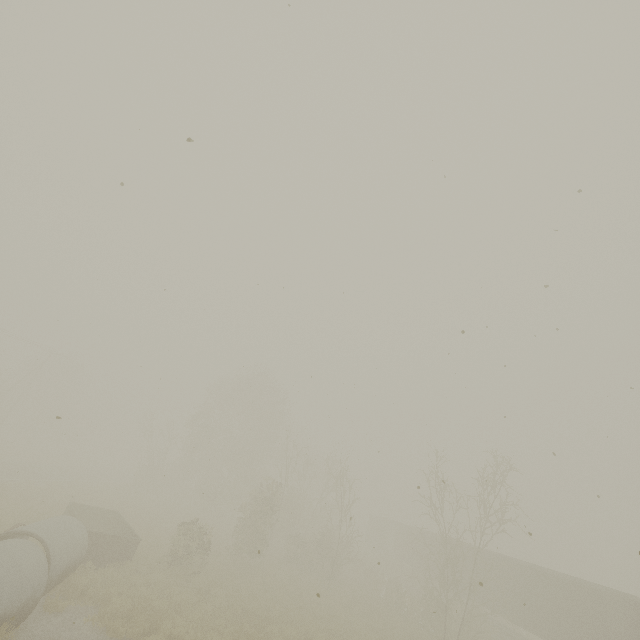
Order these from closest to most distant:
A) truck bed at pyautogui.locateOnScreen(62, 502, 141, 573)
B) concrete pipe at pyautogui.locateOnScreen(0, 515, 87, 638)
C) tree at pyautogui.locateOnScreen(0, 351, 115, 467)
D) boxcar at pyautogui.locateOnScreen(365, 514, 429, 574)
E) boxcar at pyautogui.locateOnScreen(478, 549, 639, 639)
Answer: concrete pipe at pyautogui.locateOnScreen(0, 515, 87, 638)
truck bed at pyautogui.locateOnScreen(62, 502, 141, 573)
boxcar at pyautogui.locateOnScreen(478, 549, 639, 639)
boxcar at pyautogui.locateOnScreen(365, 514, 429, 574)
tree at pyautogui.locateOnScreen(0, 351, 115, 467)

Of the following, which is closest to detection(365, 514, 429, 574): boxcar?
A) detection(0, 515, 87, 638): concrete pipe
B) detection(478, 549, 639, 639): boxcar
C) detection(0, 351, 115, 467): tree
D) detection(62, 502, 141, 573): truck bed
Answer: detection(478, 549, 639, 639): boxcar

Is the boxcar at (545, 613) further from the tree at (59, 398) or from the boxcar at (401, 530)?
the tree at (59, 398)

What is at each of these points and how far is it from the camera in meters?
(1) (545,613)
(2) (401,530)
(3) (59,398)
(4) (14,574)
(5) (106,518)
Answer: (1) boxcar, 20.8 m
(2) boxcar, 40.8 m
(3) tree, 51.4 m
(4) concrete pipe, 8.6 m
(5) truck bed, 19.8 m

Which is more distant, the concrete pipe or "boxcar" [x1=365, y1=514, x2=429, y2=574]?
"boxcar" [x1=365, y1=514, x2=429, y2=574]

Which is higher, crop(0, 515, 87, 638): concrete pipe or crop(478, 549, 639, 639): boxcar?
crop(478, 549, 639, 639): boxcar

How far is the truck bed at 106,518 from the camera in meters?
14.6

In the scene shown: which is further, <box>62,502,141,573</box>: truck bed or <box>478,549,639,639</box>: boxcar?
<box>478,549,639,639</box>: boxcar
